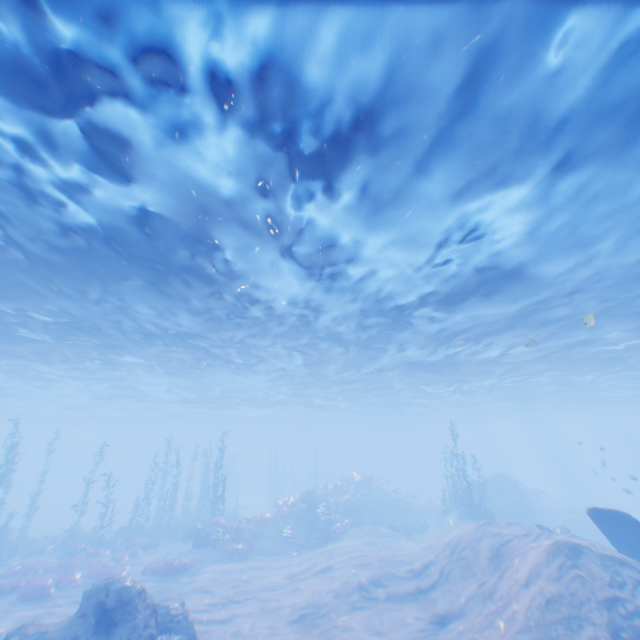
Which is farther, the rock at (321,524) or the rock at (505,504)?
the rock at (505,504)

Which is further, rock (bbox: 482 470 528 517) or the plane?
rock (bbox: 482 470 528 517)

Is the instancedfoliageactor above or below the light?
below

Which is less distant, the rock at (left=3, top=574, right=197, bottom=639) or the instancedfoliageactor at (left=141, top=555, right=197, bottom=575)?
the rock at (left=3, top=574, right=197, bottom=639)

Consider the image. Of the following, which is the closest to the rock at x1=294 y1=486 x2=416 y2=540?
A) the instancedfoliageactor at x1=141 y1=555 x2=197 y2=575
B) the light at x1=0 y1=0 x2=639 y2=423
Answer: the instancedfoliageactor at x1=141 y1=555 x2=197 y2=575

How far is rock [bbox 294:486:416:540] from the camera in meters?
24.5

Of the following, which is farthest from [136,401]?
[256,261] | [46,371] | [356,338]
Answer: [256,261]

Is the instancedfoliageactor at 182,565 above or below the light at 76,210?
below
